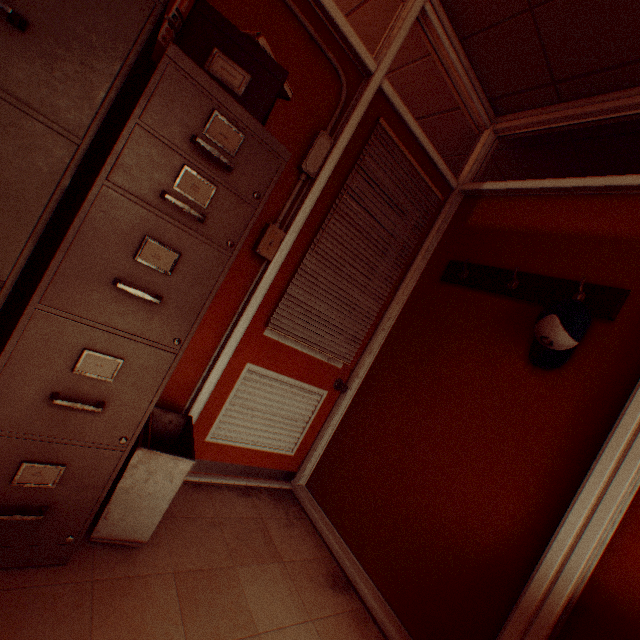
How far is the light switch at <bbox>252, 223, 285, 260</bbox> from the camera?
1.9m

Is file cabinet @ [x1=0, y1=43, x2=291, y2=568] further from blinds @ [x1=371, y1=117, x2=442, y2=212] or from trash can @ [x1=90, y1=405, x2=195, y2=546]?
blinds @ [x1=371, y1=117, x2=442, y2=212]

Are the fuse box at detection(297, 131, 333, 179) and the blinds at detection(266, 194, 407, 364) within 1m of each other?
yes

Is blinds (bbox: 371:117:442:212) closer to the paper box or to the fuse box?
the fuse box

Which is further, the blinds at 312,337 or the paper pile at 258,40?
the blinds at 312,337

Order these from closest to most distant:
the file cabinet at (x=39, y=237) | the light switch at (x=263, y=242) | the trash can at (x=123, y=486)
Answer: the file cabinet at (x=39, y=237), the trash can at (x=123, y=486), the light switch at (x=263, y=242)

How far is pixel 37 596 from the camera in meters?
1.2 m

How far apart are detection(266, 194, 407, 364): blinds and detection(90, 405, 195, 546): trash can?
0.8m
